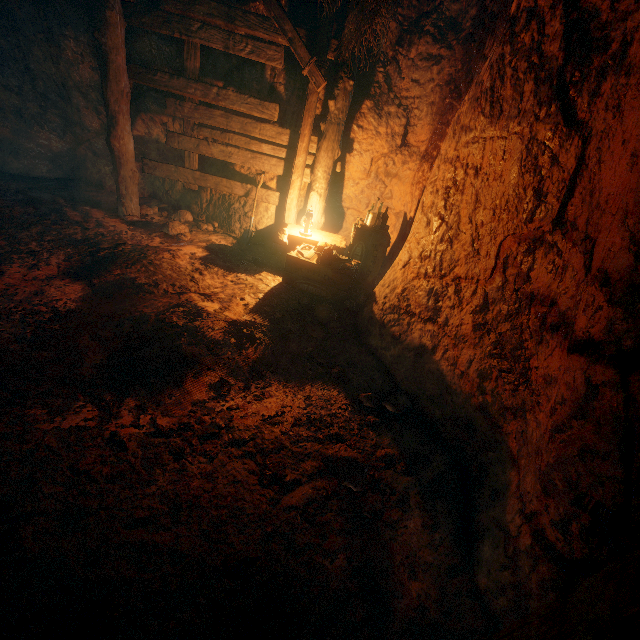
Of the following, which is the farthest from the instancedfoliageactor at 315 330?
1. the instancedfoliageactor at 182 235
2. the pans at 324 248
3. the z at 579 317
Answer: the instancedfoliageactor at 182 235

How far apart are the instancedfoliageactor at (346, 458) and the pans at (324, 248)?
2.77m

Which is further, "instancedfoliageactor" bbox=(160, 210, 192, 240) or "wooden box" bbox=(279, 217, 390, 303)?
"instancedfoliageactor" bbox=(160, 210, 192, 240)

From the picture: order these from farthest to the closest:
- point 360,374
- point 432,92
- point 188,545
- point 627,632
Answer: point 432,92
point 360,374
point 188,545
point 627,632

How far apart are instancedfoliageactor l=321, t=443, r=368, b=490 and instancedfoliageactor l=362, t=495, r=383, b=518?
0.14m

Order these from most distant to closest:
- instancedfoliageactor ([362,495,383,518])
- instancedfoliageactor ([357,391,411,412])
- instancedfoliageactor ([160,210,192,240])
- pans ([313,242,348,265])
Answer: instancedfoliageactor ([160,210,192,240]) < pans ([313,242,348,265]) < instancedfoliageactor ([357,391,411,412]) < instancedfoliageactor ([362,495,383,518])

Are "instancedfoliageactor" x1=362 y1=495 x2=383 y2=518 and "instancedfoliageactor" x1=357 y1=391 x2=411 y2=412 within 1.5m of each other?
yes

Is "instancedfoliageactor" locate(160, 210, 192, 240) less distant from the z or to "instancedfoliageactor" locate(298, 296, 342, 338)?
the z
